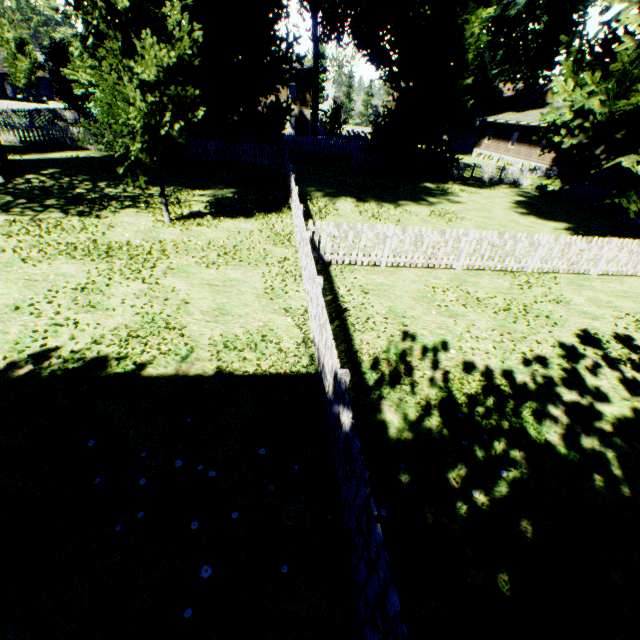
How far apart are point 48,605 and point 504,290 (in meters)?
10.68

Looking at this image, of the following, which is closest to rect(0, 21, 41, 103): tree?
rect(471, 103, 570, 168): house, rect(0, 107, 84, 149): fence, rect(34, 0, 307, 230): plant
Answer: rect(0, 107, 84, 149): fence

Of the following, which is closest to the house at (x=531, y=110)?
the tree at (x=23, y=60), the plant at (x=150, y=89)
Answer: the plant at (x=150, y=89)

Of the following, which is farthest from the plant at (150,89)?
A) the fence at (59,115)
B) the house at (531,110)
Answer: the house at (531,110)

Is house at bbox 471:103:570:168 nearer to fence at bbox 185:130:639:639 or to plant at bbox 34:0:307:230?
fence at bbox 185:130:639:639

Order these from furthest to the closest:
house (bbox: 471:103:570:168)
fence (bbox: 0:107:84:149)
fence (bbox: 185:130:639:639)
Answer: house (bbox: 471:103:570:168) → fence (bbox: 0:107:84:149) → fence (bbox: 185:130:639:639)

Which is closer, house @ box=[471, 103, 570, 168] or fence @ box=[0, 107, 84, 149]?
fence @ box=[0, 107, 84, 149]
